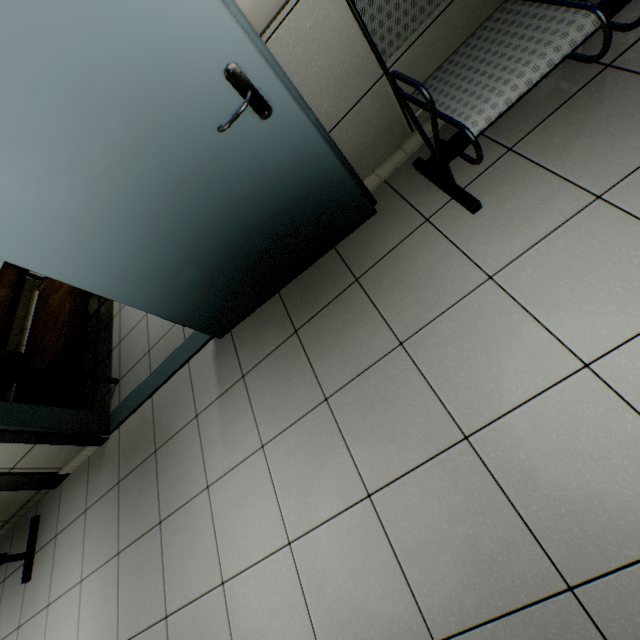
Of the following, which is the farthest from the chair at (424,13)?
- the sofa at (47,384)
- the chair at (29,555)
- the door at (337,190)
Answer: the chair at (29,555)

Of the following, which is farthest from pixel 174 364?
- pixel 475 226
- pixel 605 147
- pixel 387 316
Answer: pixel 605 147

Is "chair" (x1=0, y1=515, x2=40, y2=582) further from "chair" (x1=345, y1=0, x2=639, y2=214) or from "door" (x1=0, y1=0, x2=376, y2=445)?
"chair" (x1=345, y1=0, x2=639, y2=214)

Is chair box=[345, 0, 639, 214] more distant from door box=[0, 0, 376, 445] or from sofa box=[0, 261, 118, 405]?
sofa box=[0, 261, 118, 405]

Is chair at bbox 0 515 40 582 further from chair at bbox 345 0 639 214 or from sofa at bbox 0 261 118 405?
chair at bbox 345 0 639 214

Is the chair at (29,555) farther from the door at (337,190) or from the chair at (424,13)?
the chair at (424,13)
